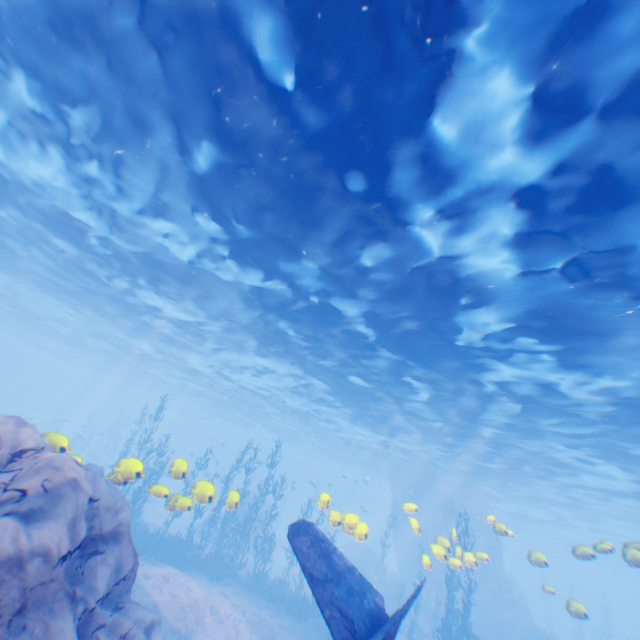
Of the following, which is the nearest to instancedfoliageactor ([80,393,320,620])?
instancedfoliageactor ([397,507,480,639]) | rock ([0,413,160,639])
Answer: rock ([0,413,160,639])

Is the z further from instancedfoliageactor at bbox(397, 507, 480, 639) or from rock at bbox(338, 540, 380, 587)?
instancedfoliageactor at bbox(397, 507, 480, 639)

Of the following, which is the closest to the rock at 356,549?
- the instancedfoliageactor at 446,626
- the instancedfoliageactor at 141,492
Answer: the instancedfoliageactor at 141,492

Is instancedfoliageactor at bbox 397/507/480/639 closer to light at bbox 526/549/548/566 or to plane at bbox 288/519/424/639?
light at bbox 526/549/548/566

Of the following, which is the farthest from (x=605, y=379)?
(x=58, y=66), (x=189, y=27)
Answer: (x=58, y=66)

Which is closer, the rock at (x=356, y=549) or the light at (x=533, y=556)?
the light at (x=533, y=556)

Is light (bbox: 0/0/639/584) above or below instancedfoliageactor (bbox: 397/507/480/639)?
above
